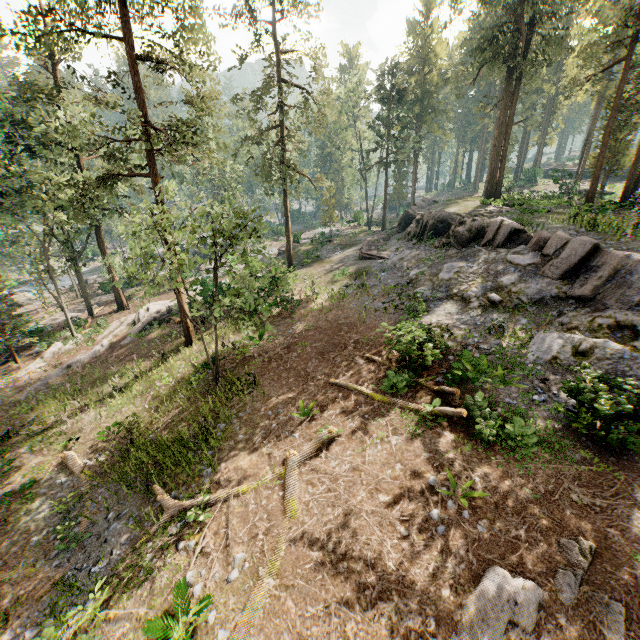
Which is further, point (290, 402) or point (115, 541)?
point (290, 402)

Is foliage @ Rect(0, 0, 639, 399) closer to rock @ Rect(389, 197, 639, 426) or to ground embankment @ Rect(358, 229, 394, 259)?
rock @ Rect(389, 197, 639, 426)

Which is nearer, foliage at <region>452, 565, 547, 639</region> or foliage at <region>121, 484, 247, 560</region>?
foliage at <region>452, 565, 547, 639</region>

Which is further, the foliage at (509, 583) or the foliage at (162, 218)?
the foliage at (162, 218)

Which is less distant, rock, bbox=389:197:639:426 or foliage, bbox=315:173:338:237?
rock, bbox=389:197:639:426

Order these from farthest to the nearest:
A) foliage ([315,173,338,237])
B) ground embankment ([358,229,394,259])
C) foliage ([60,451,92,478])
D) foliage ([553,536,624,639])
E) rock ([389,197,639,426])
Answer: foliage ([315,173,338,237])
ground embankment ([358,229,394,259])
foliage ([60,451,92,478])
rock ([389,197,639,426])
foliage ([553,536,624,639])

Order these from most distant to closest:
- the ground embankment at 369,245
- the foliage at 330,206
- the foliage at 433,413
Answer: the foliage at 330,206
the ground embankment at 369,245
the foliage at 433,413
